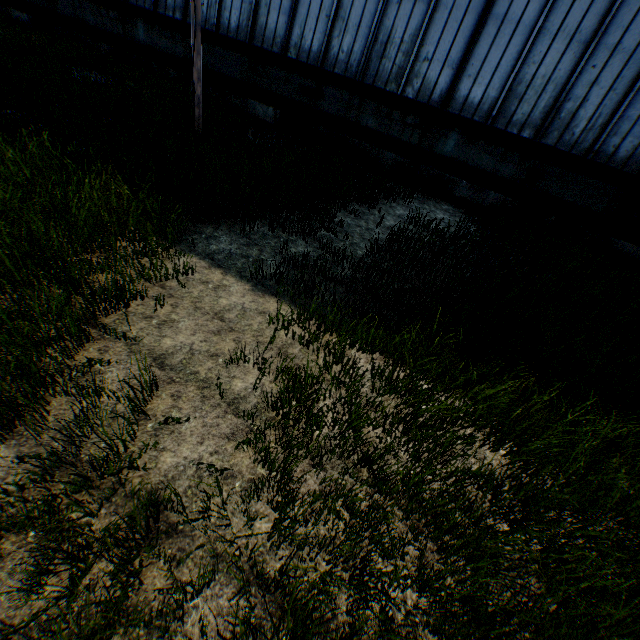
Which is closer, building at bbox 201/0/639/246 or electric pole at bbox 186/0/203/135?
electric pole at bbox 186/0/203/135

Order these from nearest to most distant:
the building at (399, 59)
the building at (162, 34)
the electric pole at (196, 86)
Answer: the electric pole at (196, 86) → the building at (399, 59) → the building at (162, 34)

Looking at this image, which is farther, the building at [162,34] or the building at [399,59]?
the building at [162,34]

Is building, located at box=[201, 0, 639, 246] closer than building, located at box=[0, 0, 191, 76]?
Yes

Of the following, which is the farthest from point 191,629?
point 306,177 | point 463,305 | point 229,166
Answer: point 306,177

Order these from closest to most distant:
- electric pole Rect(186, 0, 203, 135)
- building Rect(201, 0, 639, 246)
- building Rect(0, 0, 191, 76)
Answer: electric pole Rect(186, 0, 203, 135) → building Rect(201, 0, 639, 246) → building Rect(0, 0, 191, 76)
